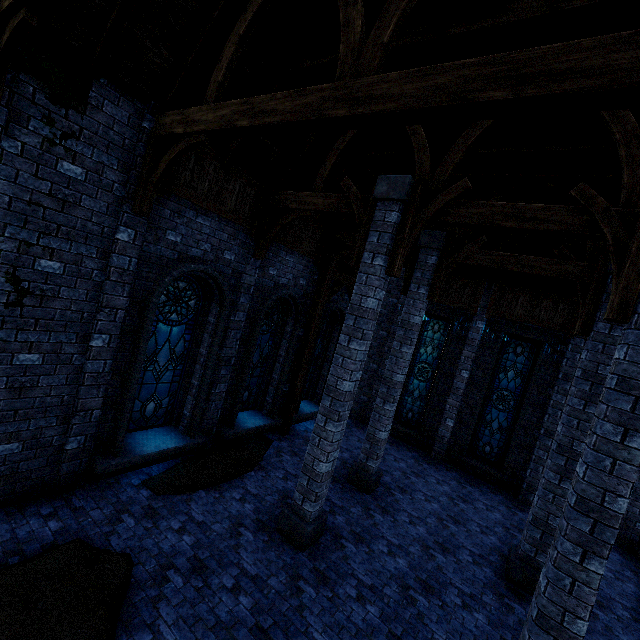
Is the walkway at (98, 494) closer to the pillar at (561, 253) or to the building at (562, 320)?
the building at (562, 320)

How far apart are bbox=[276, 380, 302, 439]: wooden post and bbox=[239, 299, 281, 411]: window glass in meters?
0.8 m

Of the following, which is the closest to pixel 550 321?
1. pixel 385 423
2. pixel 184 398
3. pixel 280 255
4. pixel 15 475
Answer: pixel 385 423

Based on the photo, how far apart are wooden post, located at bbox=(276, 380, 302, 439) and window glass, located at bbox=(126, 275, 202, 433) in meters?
3.7 m

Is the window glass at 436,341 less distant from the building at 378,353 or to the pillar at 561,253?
the building at 378,353

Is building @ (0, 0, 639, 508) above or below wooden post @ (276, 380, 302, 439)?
above

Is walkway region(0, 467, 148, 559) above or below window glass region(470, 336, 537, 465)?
below

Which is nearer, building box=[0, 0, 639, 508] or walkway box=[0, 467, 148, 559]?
building box=[0, 0, 639, 508]
